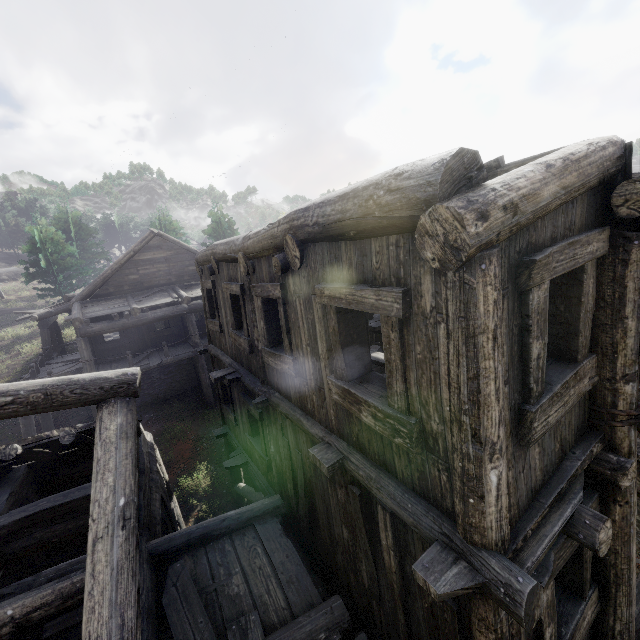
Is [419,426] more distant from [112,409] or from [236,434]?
[236,434]

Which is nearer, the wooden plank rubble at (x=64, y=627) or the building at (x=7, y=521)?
the building at (x=7, y=521)

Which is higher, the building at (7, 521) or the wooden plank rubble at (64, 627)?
the building at (7, 521)

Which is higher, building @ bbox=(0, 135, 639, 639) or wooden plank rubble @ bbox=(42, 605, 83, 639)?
building @ bbox=(0, 135, 639, 639)

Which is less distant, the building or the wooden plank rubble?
the building
